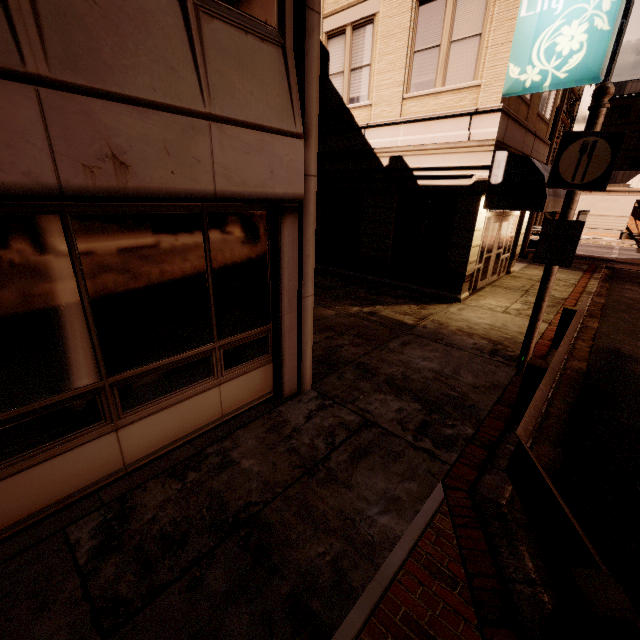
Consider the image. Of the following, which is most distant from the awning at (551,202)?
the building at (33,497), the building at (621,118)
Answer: the building at (621,118)

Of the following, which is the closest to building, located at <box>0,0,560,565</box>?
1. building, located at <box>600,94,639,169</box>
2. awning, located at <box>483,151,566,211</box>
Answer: awning, located at <box>483,151,566,211</box>

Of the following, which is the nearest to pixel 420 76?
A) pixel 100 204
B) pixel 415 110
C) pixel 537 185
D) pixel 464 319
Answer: pixel 415 110

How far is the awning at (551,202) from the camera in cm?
834

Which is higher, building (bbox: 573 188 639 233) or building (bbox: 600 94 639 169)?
building (bbox: 600 94 639 169)

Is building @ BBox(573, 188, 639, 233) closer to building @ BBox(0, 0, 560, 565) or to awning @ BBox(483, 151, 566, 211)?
awning @ BBox(483, 151, 566, 211)
